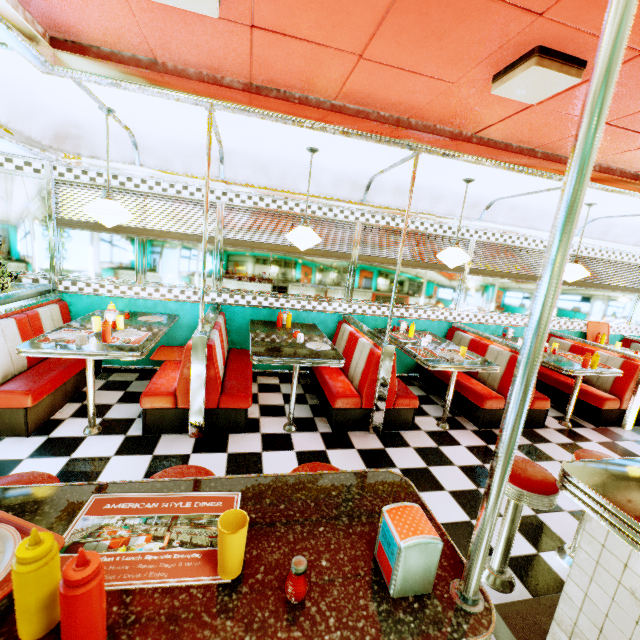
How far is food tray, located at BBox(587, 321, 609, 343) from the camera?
6.2m

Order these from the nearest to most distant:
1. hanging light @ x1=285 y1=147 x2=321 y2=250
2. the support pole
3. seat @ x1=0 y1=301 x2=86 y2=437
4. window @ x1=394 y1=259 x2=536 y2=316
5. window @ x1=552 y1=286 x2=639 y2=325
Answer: the support pole < seat @ x1=0 y1=301 x2=86 y2=437 < hanging light @ x1=285 y1=147 x2=321 y2=250 < window @ x1=394 y1=259 x2=536 y2=316 < window @ x1=552 y1=286 x2=639 y2=325

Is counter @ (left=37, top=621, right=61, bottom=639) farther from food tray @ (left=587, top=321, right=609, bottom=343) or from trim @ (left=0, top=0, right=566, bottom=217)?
food tray @ (left=587, top=321, right=609, bottom=343)

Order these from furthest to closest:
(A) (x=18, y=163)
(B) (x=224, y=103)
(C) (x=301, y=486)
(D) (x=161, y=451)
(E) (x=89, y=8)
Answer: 1. (A) (x=18, y=163)
2. (D) (x=161, y=451)
3. (B) (x=224, y=103)
4. (E) (x=89, y=8)
5. (C) (x=301, y=486)

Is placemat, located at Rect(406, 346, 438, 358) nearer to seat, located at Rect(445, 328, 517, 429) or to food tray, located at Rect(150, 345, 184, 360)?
seat, located at Rect(445, 328, 517, 429)

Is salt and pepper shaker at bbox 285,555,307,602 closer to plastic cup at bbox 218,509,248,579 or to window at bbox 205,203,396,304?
plastic cup at bbox 218,509,248,579

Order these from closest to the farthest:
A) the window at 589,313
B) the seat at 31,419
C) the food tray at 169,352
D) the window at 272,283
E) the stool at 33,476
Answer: the stool at 33,476 → the seat at 31,419 → the food tray at 169,352 → the window at 272,283 → the window at 589,313

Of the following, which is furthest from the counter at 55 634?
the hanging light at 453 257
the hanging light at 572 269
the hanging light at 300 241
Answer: the hanging light at 572 269
